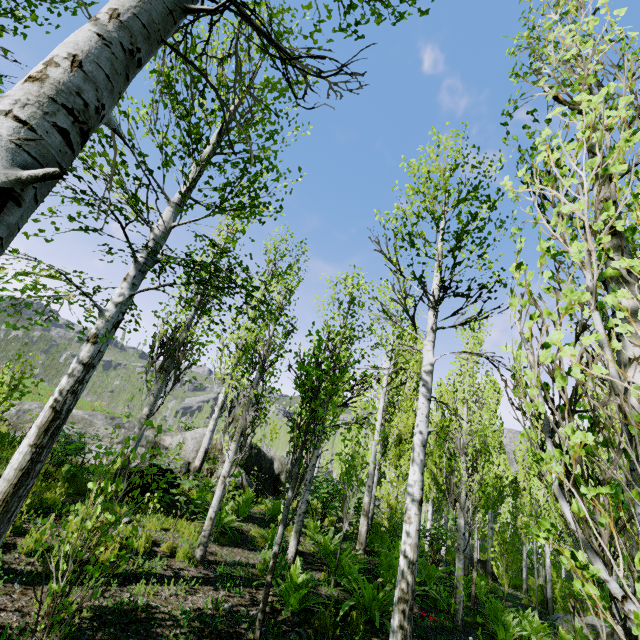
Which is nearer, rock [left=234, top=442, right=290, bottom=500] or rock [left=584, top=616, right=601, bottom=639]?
rock [left=584, top=616, right=601, bottom=639]

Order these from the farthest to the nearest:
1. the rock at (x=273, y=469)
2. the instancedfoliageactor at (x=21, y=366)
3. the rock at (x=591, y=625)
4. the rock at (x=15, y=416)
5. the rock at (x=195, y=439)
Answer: the rock at (x=273, y=469)
the rock at (x=15, y=416)
the rock at (x=591, y=625)
the rock at (x=195, y=439)
the instancedfoliageactor at (x=21, y=366)

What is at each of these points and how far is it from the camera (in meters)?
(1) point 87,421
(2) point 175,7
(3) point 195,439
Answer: (1) rock, 12.18
(2) instancedfoliageactor, 1.41
(3) rock, 12.78

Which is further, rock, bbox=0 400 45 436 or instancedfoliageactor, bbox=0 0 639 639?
rock, bbox=0 400 45 436

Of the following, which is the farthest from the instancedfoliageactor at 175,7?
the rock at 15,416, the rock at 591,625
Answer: the rock at 591,625

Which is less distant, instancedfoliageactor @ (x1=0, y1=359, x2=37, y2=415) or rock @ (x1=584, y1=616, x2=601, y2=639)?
instancedfoliageactor @ (x1=0, y1=359, x2=37, y2=415)

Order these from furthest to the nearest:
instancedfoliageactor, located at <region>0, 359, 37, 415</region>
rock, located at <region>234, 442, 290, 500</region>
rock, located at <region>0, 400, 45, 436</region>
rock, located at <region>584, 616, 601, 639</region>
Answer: rock, located at <region>234, 442, 290, 500</region>
rock, located at <region>0, 400, 45, 436</region>
rock, located at <region>584, 616, 601, 639</region>
instancedfoliageactor, located at <region>0, 359, 37, 415</region>

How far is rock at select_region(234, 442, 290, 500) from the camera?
12.9m
